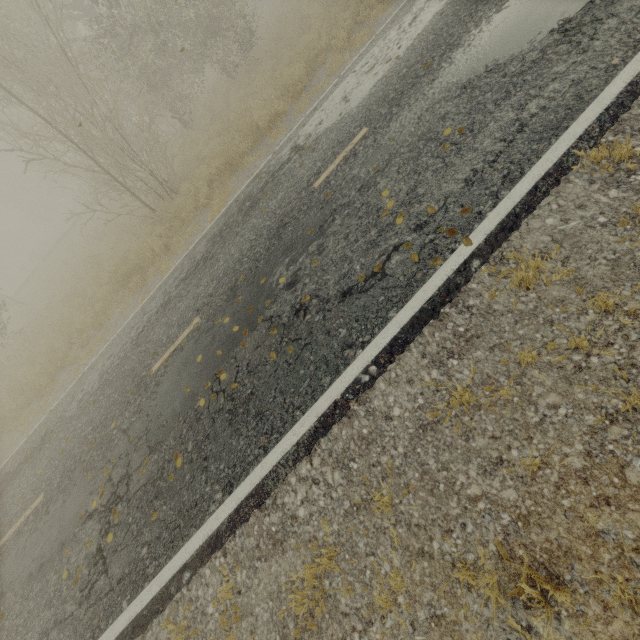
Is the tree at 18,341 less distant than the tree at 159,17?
No

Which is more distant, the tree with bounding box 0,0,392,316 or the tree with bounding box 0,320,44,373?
the tree with bounding box 0,320,44,373

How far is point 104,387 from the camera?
7.6 meters
